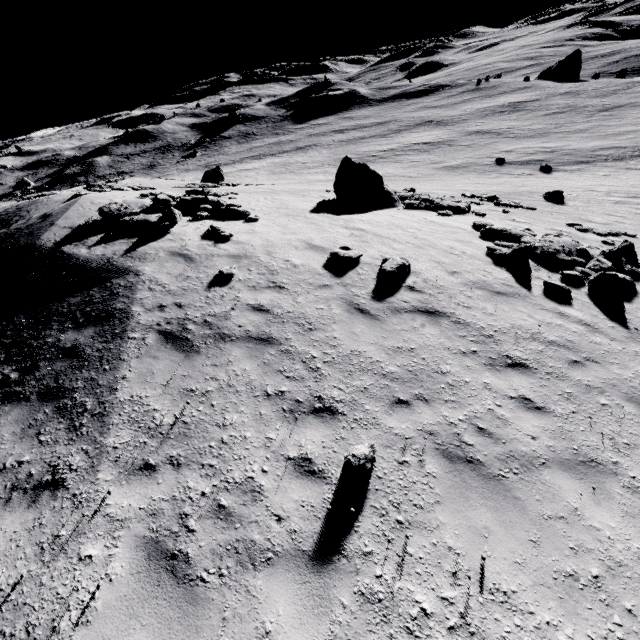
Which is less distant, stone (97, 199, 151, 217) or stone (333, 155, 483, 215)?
stone (97, 199, 151, 217)

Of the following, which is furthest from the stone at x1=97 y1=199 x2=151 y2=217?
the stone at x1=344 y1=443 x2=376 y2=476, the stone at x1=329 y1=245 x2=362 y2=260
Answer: the stone at x1=344 y1=443 x2=376 y2=476

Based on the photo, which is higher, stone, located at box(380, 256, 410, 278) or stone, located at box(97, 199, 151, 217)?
stone, located at box(97, 199, 151, 217)

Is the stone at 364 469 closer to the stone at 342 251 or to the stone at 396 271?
the stone at 396 271

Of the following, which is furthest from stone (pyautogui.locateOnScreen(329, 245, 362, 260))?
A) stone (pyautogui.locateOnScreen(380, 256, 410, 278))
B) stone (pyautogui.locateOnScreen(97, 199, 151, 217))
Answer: stone (pyautogui.locateOnScreen(97, 199, 151, 217))

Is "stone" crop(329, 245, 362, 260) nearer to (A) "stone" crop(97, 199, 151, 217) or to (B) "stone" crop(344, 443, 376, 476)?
(B) "stone" crop(344, 443, 376, 476)

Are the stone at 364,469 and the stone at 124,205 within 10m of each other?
no

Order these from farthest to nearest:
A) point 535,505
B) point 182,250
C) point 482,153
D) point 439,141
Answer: Result: point 439,141 < point 482,153 < point 182,250 < point 535,505
